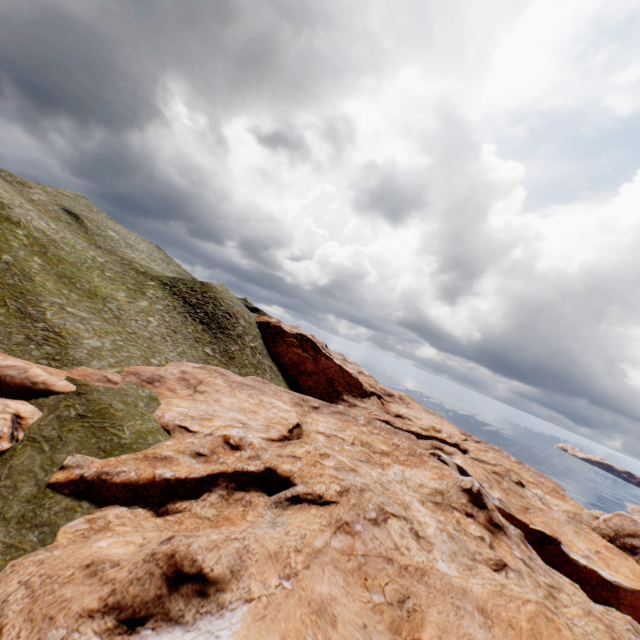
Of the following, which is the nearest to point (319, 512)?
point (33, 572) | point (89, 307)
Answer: point (33, 572)
